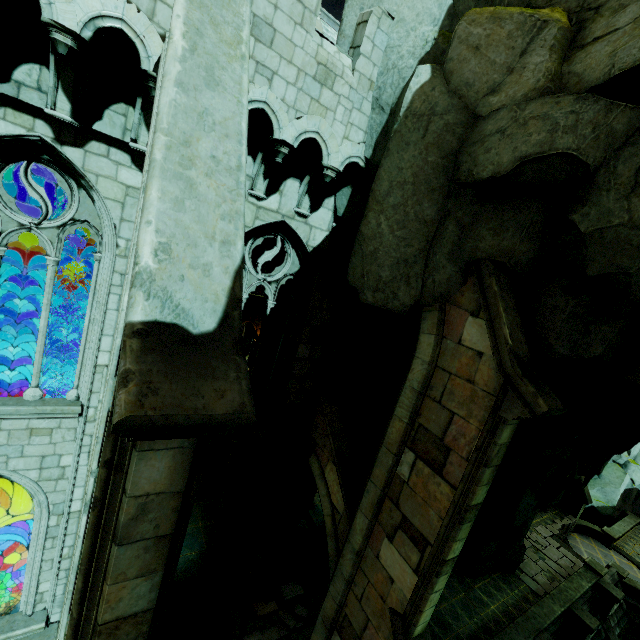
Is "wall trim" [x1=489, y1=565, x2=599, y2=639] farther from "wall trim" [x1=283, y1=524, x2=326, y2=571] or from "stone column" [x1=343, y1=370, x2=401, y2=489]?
"wall trim" [x1=283, y1=524, x2=326, y2=571]

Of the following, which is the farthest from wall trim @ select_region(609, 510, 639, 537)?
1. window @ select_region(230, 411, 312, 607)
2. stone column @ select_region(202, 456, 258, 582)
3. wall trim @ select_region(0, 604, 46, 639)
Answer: wall trim @ select_region(0, 604, 46, 639)

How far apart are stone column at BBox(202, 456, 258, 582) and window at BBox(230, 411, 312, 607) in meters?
0.0 m

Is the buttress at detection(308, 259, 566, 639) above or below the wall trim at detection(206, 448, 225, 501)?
above

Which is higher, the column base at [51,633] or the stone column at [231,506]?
the stone column at [231,506]

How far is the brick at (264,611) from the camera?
11.08m

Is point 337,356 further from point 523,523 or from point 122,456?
point 523,523

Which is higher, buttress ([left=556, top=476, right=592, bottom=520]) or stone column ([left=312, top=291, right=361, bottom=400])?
stone column ([left=312, top=291, right=361, bottom=400])
